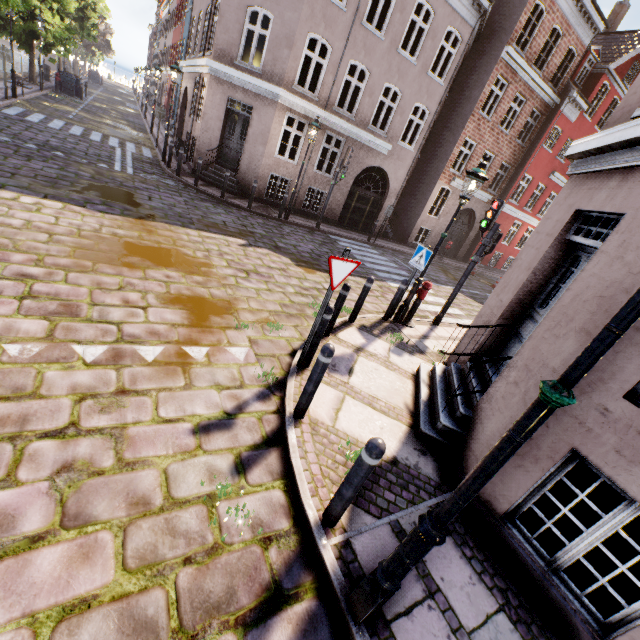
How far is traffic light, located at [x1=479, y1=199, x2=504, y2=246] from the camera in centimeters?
773cm

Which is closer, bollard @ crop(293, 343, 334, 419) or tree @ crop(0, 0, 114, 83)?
bollard @ crop(293, 343, 334, 419)

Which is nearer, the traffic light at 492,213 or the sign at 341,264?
the sign at 341,264

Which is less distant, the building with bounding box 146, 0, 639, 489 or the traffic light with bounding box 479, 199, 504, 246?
the building with bounding box 146, 0, 639, 489

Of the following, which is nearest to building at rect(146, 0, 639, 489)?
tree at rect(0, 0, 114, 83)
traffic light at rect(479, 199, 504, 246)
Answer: traffic light at rect(479, 199, 504, 246)

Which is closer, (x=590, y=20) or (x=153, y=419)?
(x=153, y=419)

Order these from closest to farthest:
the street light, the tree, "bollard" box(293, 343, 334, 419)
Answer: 1. the street light
2. "bollard" box(293, 343, 334, 419)
3. the tree

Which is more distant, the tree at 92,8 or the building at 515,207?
the tree at 92,8
